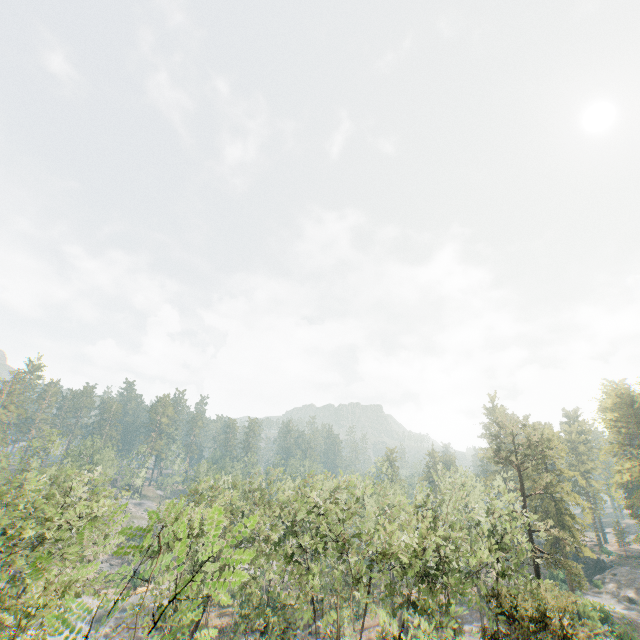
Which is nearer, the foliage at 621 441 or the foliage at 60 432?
the foliage at 60 432

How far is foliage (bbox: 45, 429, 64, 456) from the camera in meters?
45.1

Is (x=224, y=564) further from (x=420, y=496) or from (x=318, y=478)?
(x=420, y=496)

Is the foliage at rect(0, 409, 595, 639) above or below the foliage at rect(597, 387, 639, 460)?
below

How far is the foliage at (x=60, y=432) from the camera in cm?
4509

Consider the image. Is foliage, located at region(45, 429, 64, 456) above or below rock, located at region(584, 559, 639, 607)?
above
